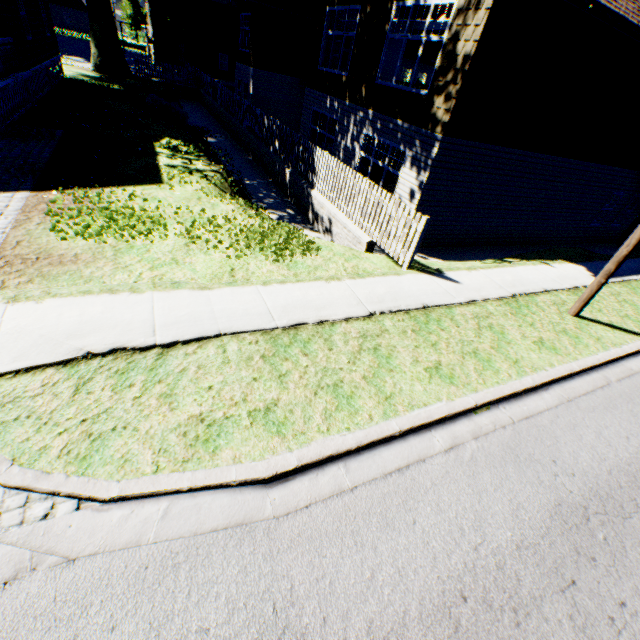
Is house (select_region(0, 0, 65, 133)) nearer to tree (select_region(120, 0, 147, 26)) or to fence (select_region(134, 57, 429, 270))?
fence (select_region(134, 57, 429, 270))

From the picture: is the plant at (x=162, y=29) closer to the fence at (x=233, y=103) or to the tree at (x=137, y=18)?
the fence at (x=233, y=103)

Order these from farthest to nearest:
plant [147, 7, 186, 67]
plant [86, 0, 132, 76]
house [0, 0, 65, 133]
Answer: plant [147, 7, 186, 67] → plant [86, 0, 132, 76] → house [0, 0, 65, 133]

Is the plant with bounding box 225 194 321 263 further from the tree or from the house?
the tree

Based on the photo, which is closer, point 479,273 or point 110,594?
point 110,594

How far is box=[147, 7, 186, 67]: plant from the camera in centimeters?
3216cm

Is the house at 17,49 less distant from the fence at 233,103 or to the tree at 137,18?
the fence at 233,103

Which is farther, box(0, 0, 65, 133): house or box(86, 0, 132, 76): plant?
box(86, 0, 132, 76): plant
